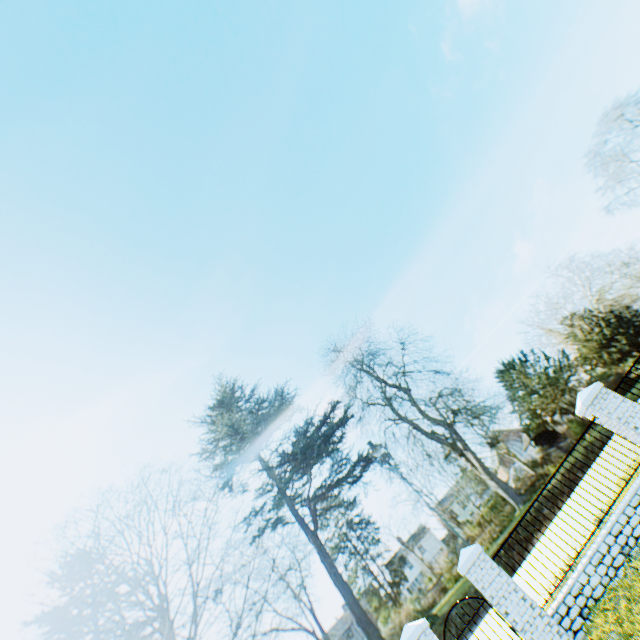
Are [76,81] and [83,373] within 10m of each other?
no

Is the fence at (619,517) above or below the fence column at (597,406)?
Answer: below

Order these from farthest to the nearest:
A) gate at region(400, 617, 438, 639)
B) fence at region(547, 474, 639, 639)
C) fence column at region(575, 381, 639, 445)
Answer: fence column at region(575, 381, 639, 445)
gate at region(400, 617, 438, 639)
fence at region(547, 474, 639, 639)

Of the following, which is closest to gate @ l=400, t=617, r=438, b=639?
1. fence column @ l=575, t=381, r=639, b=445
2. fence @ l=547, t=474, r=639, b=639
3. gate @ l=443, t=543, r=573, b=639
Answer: gate @ l=443, t=543, r=573, b=639

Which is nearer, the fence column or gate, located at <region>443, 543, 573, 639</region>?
gate, located at <region>443, 543, 573, 639</region>

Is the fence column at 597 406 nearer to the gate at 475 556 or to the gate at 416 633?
the gate at 475 556

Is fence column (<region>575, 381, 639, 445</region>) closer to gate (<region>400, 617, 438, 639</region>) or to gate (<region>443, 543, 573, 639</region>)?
gate (<region>443, 543, 573, 639</region>)

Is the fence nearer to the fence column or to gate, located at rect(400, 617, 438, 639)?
the fence column
